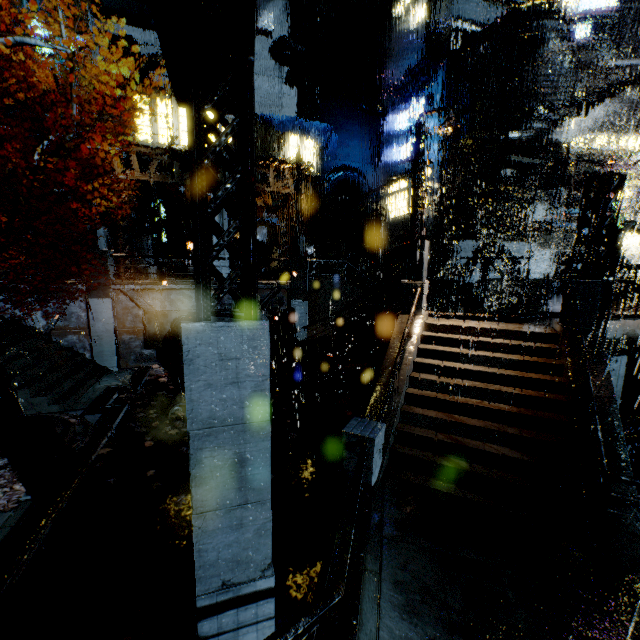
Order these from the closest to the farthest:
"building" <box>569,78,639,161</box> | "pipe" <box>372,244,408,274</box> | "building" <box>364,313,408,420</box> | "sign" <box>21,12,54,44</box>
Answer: "building" <box>364,313,408,420</box> → "building" <box>569,78,639,161</box> → "sign" <box>21,12,54,44</box> → "pipe" <box>372,244,408,274</box>

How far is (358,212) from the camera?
31.3m

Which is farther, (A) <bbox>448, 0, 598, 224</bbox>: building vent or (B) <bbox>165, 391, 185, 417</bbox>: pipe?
(A) <bbox>448, 0, 598, 224</bbox>: building vent

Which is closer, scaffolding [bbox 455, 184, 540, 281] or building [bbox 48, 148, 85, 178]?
scaffolding [bbox 455, 184, 540, 281]

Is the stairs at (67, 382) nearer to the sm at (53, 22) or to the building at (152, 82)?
the building at (152, 82)

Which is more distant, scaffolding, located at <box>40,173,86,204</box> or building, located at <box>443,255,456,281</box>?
building, located at <box>443,255,456,281</box>

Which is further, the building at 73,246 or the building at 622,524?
the building at 73,246

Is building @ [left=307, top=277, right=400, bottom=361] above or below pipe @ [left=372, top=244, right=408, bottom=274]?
below
